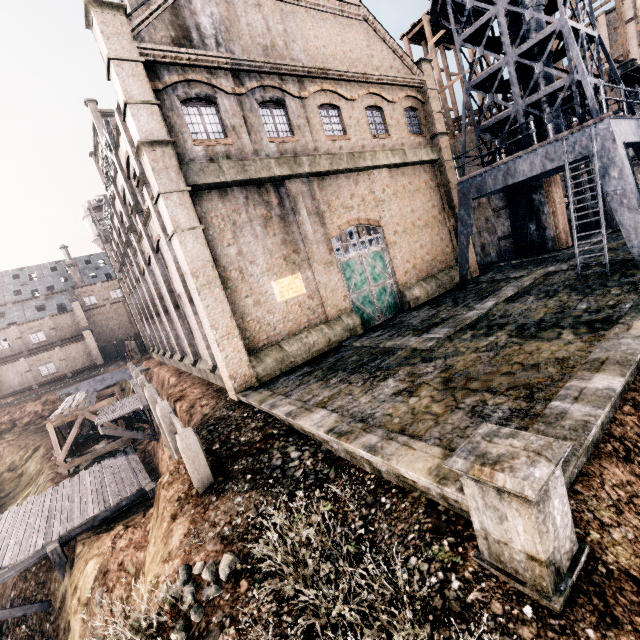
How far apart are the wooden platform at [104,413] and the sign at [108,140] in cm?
1568

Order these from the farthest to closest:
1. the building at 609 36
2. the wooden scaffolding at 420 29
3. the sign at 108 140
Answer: the building at 609 36 → the wooden scaffolding at 420 29 → the sign at 108 140

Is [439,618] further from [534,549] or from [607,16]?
[607,16]

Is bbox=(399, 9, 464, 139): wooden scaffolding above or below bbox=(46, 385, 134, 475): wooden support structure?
above

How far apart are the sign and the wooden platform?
15.7m

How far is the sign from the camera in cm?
1951

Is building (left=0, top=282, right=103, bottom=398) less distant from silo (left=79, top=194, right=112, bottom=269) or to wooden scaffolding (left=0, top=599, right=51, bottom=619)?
silo (left=79, top=194, right=112, bottom=269)

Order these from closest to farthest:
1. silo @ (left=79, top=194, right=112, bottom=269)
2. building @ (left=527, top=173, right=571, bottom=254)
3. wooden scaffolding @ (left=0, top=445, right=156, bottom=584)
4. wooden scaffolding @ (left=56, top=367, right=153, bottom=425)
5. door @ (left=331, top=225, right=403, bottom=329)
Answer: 1. wooden scaffolding @ (left=0, top=445, right=156, bottom=584)
2. door @ (left=331, top=225, right=403, bottom=329)
3. wooden scaffolding @ (left=56, top=367, right=153, bottom=425)
4. building @ (left=527, top=173, right=571, bottom=254)
5. silo @ (left=79, top=194, right=112, bottom=269)
